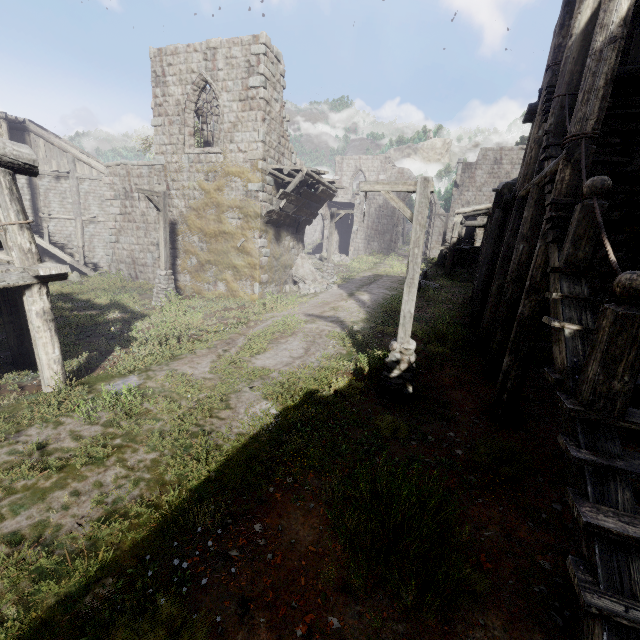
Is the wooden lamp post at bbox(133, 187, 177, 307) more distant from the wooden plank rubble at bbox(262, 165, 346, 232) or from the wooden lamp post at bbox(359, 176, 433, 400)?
the wooden lamp post at bbox(359, 176, 433, 400)

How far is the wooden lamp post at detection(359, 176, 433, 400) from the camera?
6.7 meters

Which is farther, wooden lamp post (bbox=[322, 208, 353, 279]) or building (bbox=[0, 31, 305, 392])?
wooden lamp post (bbox=[322, 208, 353, 279])

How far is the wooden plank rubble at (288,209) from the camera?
14.70m

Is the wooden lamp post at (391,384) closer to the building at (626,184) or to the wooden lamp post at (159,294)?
the building at (626,184)

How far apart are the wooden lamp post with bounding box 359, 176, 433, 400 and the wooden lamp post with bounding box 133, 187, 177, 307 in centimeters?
1055cm

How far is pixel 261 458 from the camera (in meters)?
5.11

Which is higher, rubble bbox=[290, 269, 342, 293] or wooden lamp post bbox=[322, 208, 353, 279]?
wooden lamp post bbox=[322, 208, 353, 279]
